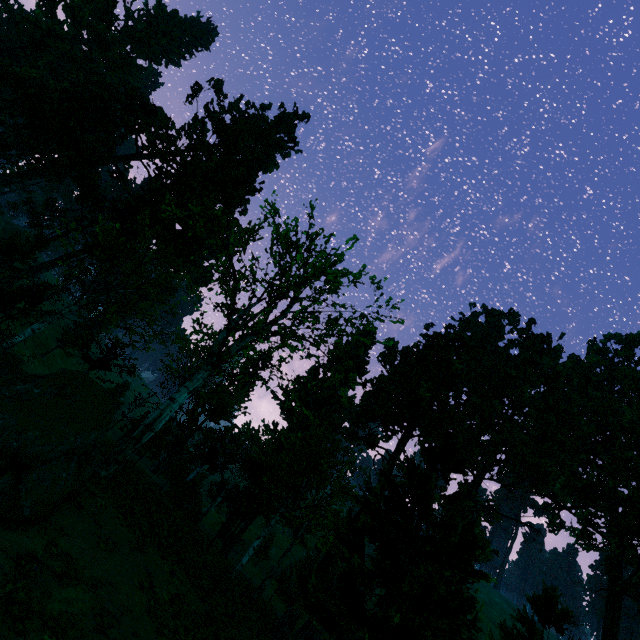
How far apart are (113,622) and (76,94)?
38.1 meters

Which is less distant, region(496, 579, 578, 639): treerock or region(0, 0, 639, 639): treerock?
region(0, 0, 639, 639): treerock

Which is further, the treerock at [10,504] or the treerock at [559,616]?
the treerock at [559,616]
